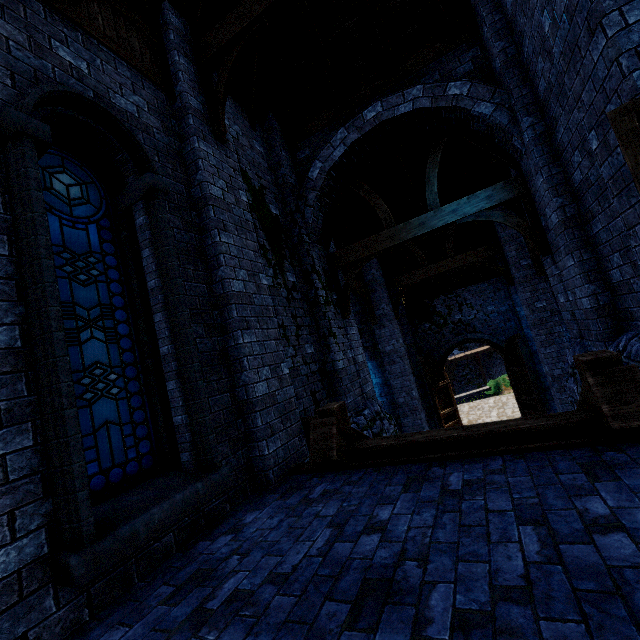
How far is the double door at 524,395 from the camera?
12.9 meters

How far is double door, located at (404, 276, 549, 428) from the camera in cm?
1290

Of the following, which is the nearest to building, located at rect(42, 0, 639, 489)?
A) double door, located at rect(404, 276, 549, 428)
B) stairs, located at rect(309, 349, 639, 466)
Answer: double door, located at rect(404, 276, 549, 428)

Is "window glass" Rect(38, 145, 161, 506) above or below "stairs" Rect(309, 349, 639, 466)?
above

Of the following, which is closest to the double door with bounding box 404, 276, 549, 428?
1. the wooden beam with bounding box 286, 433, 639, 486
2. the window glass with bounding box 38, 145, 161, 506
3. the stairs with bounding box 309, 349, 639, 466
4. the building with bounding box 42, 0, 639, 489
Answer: the building with bounding box 42, 0, 639, 489

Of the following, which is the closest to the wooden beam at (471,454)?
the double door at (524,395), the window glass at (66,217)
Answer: the window glass at (66,217)

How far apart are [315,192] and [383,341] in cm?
721

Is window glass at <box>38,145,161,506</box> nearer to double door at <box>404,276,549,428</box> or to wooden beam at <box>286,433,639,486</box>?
wooden beam at <box>286,433,639,486</box>
